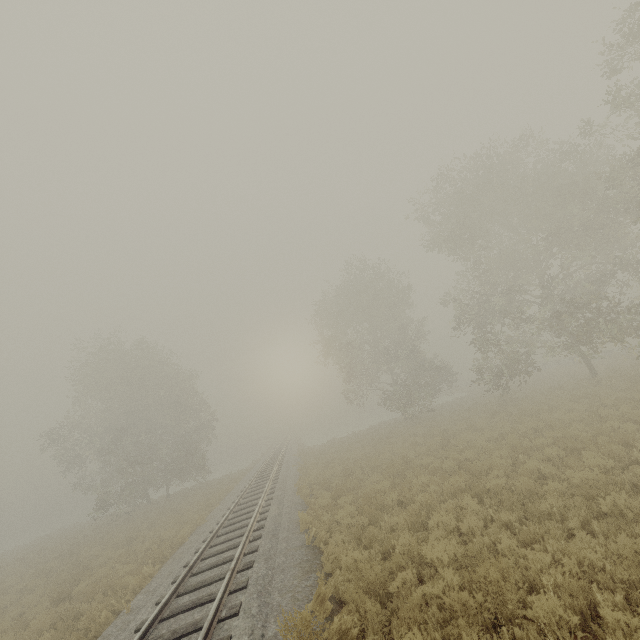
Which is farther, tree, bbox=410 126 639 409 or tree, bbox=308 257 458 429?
tree, bbox=308 257 458 429

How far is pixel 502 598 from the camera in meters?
5.1 m

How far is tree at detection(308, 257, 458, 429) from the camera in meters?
29.0 m

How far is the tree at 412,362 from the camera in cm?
2903

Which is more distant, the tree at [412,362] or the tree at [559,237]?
the tree at [412,362]
